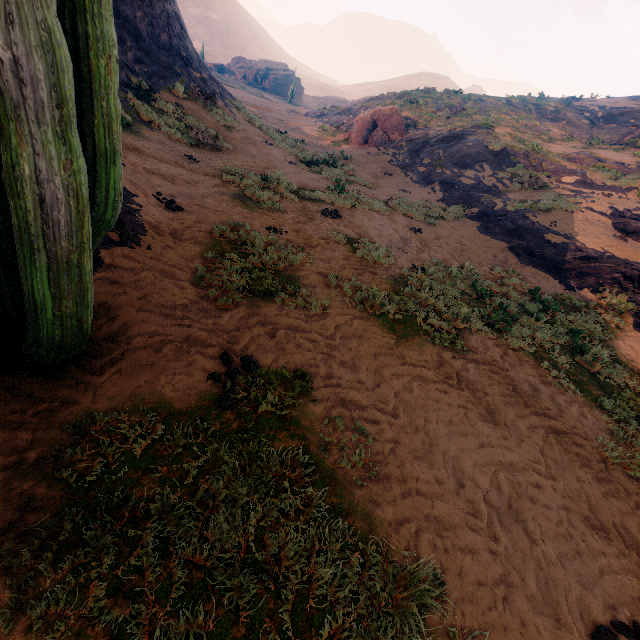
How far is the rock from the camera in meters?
58.5

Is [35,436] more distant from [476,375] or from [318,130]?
[318,130]

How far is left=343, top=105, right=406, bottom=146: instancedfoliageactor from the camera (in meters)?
21.57

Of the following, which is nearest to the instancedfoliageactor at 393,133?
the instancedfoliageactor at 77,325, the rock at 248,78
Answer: the instancedfoliageactor at 77,325

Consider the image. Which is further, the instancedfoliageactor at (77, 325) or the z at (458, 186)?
the z at (458, 186)

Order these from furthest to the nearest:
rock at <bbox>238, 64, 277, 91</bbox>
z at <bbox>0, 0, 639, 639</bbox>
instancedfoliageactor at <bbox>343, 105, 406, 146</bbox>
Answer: rock at <bbox>238, 64, 277, 91</bbox>
instancedfoliageactor at <bbox>343, 105, 406, 146</bbox>
z at <bbox>0, 0, 639, 639</bbox>

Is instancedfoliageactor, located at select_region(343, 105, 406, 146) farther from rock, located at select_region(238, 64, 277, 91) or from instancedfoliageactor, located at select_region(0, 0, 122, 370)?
rock, located at select_region(238, 64, 277, 91)

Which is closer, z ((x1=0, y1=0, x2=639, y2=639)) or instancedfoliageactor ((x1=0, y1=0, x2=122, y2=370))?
instancedfoliageactor ((x1=0, y1=0, x2=122, y2=370))
